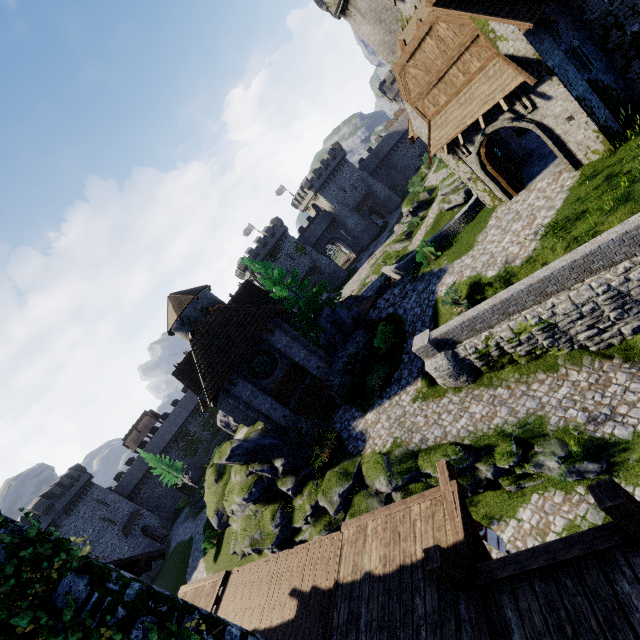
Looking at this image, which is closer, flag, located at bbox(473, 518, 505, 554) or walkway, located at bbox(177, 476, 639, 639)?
walkway, located at bbox(177, 476, 639, 639)

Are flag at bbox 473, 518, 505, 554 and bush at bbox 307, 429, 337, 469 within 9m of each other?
no

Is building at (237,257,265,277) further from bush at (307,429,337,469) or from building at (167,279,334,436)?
bush at (307,429,337,469)

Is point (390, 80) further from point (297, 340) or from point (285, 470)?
point (285, 470)

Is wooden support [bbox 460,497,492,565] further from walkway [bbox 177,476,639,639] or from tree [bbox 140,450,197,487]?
tree [bbox 140,450,197,487]

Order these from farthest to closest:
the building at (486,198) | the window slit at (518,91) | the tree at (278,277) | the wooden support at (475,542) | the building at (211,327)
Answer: the tree at (278,277) → the building at (211,327) → the building at (486,198) → the window slit at (518,91) → the wooden support at (475,542)

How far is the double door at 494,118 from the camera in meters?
13.5

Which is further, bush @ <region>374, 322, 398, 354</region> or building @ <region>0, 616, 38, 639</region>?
bush @ <region>374, 322, 398, 354</region>
